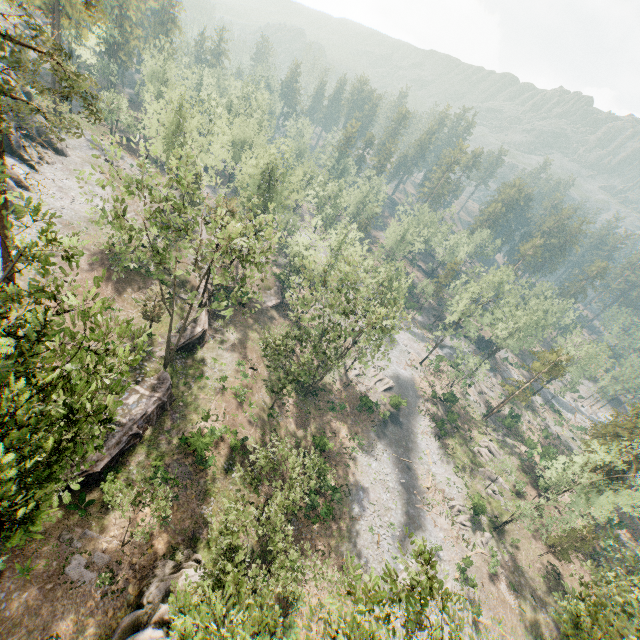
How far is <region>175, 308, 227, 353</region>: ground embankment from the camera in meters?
35.3 m

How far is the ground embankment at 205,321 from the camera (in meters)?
35.34

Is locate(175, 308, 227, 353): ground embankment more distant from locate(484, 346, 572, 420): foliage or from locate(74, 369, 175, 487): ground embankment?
locate(74, 369, 175, 487): ground embankment

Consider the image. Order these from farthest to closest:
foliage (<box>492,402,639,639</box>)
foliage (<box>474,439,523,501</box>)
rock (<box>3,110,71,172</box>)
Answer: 1. foliage (<box>474,439,523,501</box>)
2. rock (<box>3,110,71,172</box>)
3. foliage (<box>492,402,639,639</box>)

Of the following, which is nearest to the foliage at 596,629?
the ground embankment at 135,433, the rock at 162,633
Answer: the ground embankment at 135,433

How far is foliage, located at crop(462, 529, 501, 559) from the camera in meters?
37.9 m

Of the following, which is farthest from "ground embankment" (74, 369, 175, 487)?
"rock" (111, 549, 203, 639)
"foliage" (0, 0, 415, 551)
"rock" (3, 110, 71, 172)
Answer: "rock" (3, 110, 71, 172)

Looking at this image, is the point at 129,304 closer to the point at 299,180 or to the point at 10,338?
the point at 10,338
